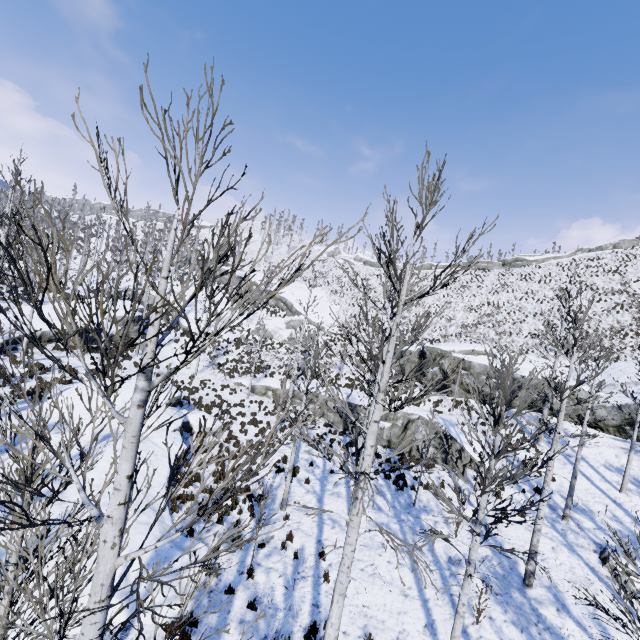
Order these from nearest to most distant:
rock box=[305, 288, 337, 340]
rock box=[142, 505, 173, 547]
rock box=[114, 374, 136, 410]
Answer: rock box=[142, 505, 173, 547] < rock box=[114, 374, 136, 410] < rock box=[305, 288, 337, 340]

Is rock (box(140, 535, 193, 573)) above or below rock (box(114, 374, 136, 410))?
below

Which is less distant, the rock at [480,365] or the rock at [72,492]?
the rock at [72,492]

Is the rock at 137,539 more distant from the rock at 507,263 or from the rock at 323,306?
the rock at 507,263

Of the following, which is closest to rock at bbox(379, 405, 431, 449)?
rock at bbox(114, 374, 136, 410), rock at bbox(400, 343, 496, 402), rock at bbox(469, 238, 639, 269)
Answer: rock at bbox(400, 343, 496, 402)

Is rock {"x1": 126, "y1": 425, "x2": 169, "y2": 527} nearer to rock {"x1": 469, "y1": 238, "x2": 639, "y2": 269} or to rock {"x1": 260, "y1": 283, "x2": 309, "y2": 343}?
rock {"x1": 260, "y1": 283, "x2": 309, "y2": 343}

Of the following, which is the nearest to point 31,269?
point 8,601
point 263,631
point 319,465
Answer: point 8,601
